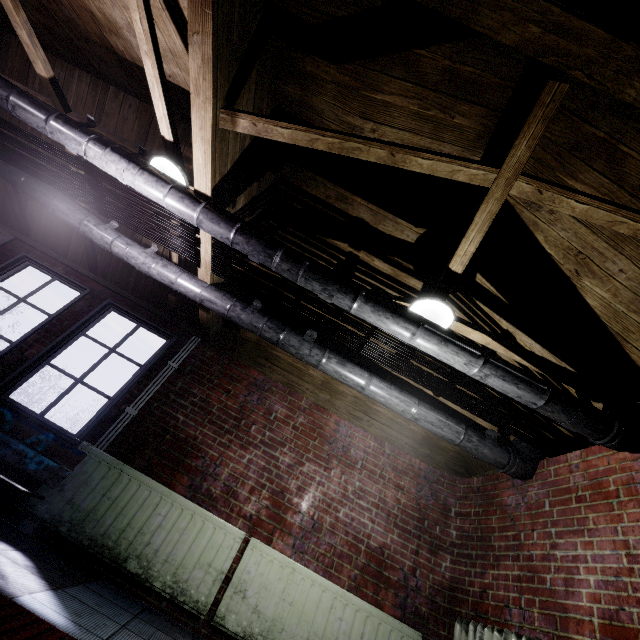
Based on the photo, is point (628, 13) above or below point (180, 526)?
above

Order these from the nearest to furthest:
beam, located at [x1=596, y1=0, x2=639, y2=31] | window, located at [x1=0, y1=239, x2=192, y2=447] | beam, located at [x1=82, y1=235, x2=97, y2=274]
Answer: beam, located at [x1=596, y1=0, x2=639, y2=31]
window, located at [x1=0, y1=239, x2=192, y2=447]
beam, located at [x1=82, y1=235, x2=97, y2=274]

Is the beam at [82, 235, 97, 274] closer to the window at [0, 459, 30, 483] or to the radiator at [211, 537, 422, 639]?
the window at [0, 459, 30, 483]

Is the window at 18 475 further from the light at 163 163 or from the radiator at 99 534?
the light at 163 163

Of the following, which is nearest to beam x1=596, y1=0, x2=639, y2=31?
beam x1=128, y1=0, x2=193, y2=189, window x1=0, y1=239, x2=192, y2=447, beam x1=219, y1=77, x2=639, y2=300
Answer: beam x1=219, y1=77, x2=639, y2=300

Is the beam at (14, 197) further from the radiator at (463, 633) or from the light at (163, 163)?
the radiator at (463, 633)

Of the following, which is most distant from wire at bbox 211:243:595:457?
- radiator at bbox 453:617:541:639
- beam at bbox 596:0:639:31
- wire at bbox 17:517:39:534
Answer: wire at bbox 17:517:39:534

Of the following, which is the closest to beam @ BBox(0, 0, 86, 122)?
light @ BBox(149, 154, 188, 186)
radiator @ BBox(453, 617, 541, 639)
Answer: light @ BBox(149, 154, 188, 186)
